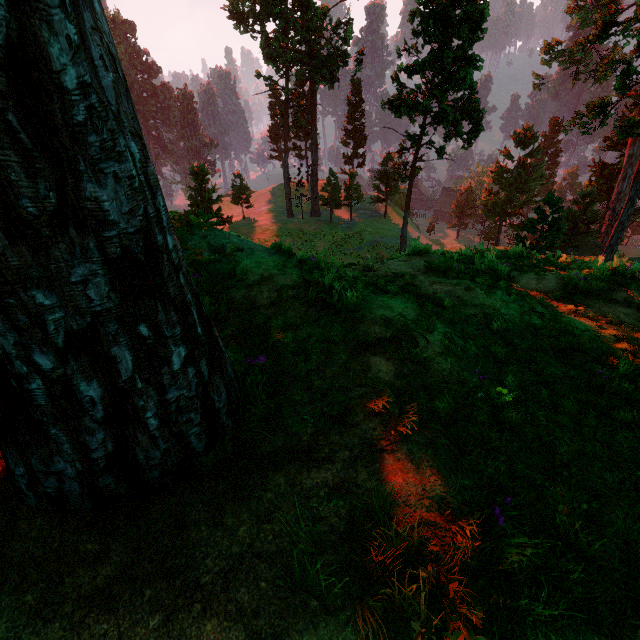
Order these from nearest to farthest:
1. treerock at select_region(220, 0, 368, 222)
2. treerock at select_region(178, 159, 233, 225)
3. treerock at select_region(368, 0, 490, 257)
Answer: treerock at select_region(178, 159, 233, 225), treerock at select_region(368, 0, 490, 257), treerock at select_region(220, 0, 368, 222)

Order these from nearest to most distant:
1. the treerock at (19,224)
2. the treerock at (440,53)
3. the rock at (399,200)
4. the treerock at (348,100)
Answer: the treerock at (19,224) < the treerock at (440,53) < the treerock at (348,100) < the rock at (399,200)

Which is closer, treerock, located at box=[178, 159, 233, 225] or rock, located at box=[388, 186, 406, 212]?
treerock, located at box=[178, 159, 233, 225]

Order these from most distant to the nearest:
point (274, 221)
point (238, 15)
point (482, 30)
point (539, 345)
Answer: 1. point (274, 221)
2. point (238, 15)
3. point (482, 30)
4. point (539, 345)

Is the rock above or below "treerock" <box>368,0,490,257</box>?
below

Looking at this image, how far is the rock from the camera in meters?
54.2 m

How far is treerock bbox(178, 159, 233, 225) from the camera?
5.5m

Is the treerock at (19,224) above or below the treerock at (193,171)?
above
